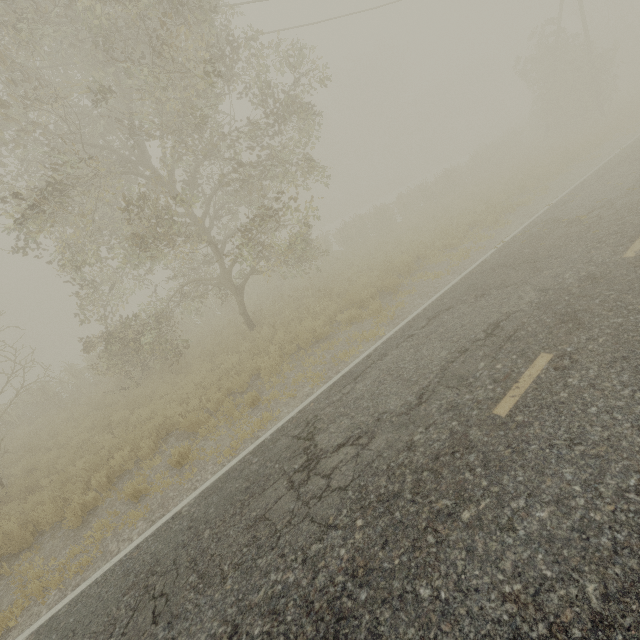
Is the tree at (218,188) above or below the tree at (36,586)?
above

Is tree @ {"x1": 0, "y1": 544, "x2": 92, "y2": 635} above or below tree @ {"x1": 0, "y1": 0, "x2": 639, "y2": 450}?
below

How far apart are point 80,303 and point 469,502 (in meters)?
13.00

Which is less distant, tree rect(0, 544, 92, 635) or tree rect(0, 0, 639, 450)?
tree rect(0, 544, 92, 635)

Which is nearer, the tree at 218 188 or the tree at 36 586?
the tree at 36 586
